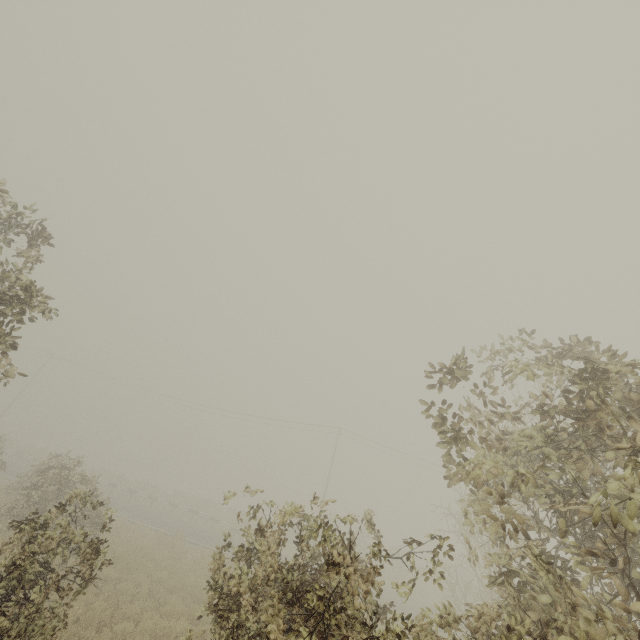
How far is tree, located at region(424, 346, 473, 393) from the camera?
5.04m

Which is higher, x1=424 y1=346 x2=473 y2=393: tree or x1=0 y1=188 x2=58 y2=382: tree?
x1=424 y1=346 x2=473 y2=393: tree

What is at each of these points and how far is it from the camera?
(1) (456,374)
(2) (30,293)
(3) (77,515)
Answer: (1) tree, 5.13m
(2) tree, 5.95m
(3) tree, 5.84m

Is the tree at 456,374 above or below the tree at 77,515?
above

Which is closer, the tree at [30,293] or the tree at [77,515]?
the tree at [77,515]

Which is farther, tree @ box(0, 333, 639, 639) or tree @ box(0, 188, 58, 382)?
tree @ box(0, 188, 58, 382)
